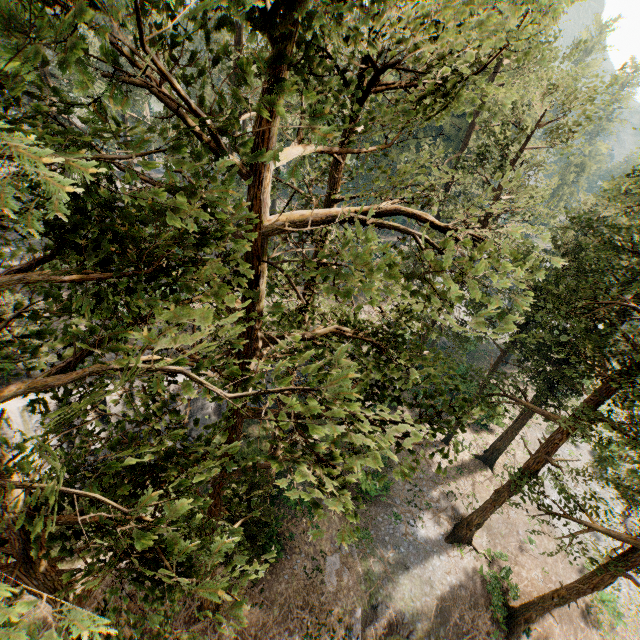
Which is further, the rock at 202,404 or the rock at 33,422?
the rock at 202,404

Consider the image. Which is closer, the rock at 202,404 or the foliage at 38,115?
the foliage at 38,115

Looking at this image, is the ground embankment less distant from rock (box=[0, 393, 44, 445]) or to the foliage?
the foliage

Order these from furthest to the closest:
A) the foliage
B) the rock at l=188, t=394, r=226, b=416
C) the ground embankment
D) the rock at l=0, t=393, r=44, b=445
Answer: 1. the rock at l=188, t=394, r=226, b=416
2. the rock at l=0, t=393, r=44, b=445
3. the ground embankment
4. the foliage

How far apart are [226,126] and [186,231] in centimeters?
136cm

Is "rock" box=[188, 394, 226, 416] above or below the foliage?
below

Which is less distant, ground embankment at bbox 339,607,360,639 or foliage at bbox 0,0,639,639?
foliage at bbox 0,0,639,639

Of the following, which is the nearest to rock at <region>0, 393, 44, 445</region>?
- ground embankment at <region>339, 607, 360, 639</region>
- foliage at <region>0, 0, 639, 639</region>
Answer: foliage at <region>0, 0, 639, 639</region>
